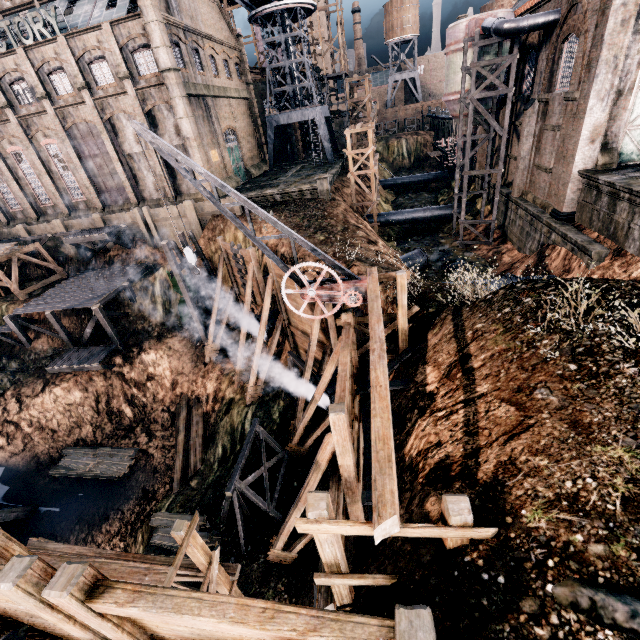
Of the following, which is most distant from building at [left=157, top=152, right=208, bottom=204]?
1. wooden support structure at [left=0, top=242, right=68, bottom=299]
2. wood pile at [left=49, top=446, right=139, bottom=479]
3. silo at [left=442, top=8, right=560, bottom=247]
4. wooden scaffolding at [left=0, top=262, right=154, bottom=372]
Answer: Answer: wood pile at [left=49, top=446, right=139, bottom=479]

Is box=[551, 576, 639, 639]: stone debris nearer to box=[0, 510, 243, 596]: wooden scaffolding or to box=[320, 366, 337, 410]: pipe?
box=[0, 510, 243, 596]: wooden scaffolding

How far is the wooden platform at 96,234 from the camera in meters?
30.5

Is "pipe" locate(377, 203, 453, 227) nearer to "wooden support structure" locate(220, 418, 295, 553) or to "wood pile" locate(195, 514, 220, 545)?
"wooden support structure" locate(220, 418, 295, 553)

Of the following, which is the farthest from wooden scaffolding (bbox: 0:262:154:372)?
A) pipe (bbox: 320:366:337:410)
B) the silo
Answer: the silo

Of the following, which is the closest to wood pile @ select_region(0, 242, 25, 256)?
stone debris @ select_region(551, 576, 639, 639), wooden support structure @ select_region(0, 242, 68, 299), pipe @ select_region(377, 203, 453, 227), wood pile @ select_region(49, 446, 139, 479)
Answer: wooden support structure @ select_region(0, 242, 68, 299)

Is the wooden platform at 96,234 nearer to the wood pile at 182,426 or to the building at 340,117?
the wood pile at 182,426

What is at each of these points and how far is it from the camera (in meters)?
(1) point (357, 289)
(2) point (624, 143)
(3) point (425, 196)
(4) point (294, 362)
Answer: (1) crane, 11.43
(2) door, 18.48
(3) stone debris, 49.06
(4) wooden support structure, 19.86
